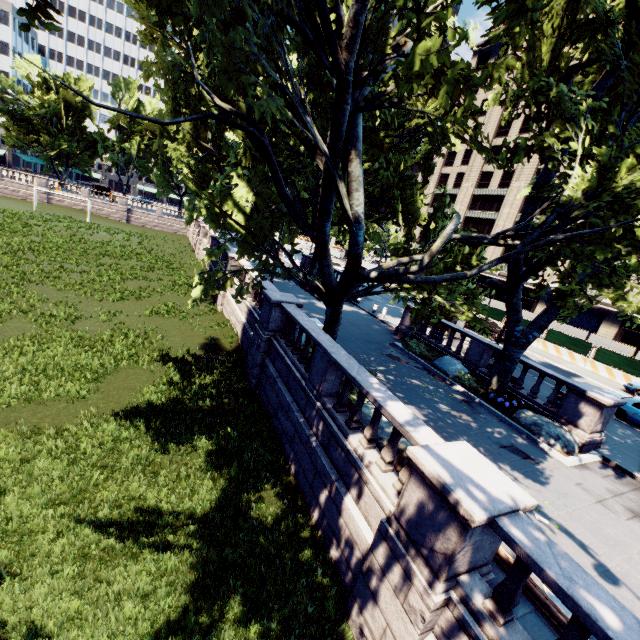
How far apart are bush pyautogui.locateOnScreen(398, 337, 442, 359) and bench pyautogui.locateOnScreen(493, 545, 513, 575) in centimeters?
1084cm

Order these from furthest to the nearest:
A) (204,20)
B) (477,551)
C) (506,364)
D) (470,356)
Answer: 1. (470,356)
2. (506,364)
3. (477,551)
4. (204,20)

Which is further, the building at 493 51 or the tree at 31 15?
the building at 493 51

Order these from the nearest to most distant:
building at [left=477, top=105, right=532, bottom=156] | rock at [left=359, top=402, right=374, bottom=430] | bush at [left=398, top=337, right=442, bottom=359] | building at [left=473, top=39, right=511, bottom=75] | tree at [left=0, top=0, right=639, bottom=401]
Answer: tree at [left=0, top=0, right=639, bottom=401], rock at [left=359, top=402, right=374, bottom=430], bush at [left=398, top=337, right=442, bottom=359], building at [left=477, top=105, right=532, bottom=156], building at [left=473, top=39, right=511, bottom=75]

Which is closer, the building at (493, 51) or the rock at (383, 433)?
the rock at (383, 433)

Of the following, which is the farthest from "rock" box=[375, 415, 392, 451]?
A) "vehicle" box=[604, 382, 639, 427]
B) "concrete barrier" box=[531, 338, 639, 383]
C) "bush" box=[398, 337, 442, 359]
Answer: "concrete barrier" box=[531, 338, 639, 383]

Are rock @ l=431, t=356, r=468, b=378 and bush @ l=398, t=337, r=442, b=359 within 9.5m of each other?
yes

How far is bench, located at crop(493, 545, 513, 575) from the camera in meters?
5.4 m
